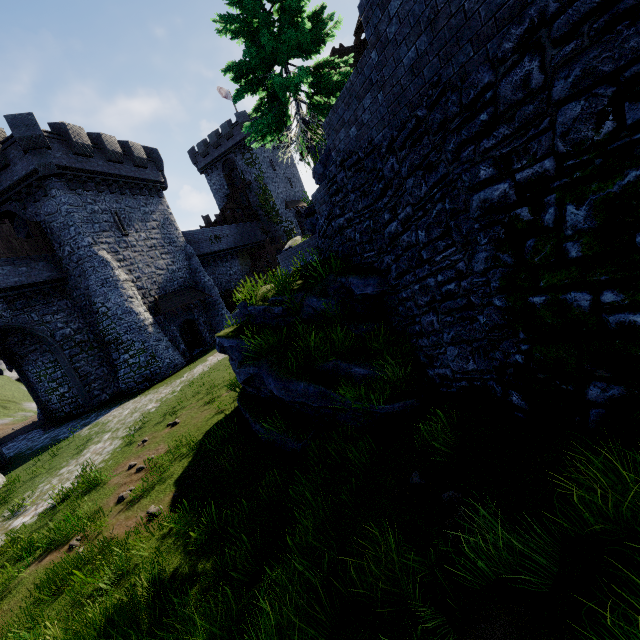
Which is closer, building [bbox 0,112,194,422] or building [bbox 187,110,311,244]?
building [bbox 0,112,194,422]

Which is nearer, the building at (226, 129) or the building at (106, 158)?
the building at (106, 158)

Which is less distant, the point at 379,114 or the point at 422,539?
the point at 422,539

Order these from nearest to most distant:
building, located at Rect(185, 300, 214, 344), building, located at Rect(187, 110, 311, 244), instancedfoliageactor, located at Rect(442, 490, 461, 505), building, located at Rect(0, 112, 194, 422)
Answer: instancedfoliageactor, located at Rect(442, 490, 461, 505) < building, located at Rect(0, 112, 194, 422) < building, located at Rect(185, 300, 214, 344) < building, located at Rect(187, 110, 311, 244)

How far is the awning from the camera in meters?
23.2 m

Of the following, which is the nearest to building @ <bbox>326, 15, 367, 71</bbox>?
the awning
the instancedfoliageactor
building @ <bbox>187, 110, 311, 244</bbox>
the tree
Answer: the tree

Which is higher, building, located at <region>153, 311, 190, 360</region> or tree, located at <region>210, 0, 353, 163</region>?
tree, located at <region>210, 0, 353, 163</region>

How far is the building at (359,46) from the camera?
16.53m
